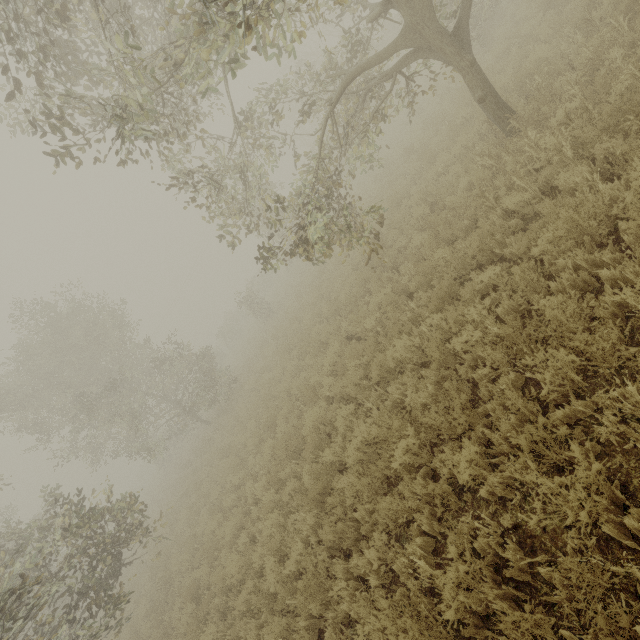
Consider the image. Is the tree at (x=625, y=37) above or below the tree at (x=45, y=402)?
below

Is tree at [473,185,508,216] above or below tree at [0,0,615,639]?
below

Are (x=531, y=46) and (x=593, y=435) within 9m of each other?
no

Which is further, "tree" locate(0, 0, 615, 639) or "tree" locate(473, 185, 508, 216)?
"tree" locate(473, 185, 508, 216)

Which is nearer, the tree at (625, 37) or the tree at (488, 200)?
the tree at (625, 37)

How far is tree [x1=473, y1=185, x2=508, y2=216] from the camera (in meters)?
6.14
